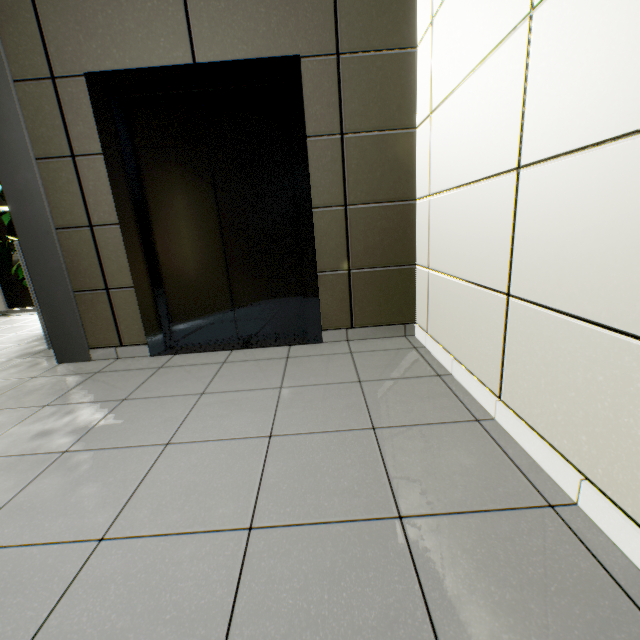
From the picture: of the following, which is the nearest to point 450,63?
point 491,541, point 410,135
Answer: point 410,135

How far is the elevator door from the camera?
2.4 meters

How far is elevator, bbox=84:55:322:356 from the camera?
2.22m

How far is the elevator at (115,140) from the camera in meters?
Result: 2.2

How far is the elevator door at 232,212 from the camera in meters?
2.4

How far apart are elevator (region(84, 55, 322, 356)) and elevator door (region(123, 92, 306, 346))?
0.0 meters
